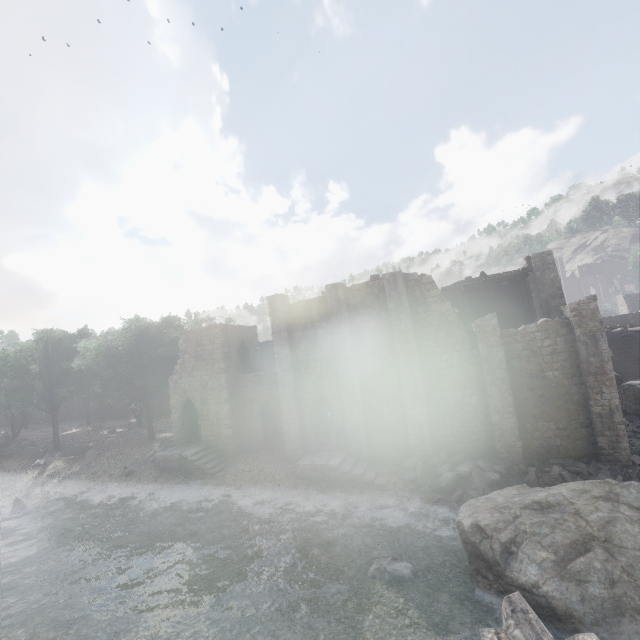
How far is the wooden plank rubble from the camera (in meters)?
23.59

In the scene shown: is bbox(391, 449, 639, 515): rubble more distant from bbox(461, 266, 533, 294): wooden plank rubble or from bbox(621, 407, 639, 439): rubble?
bbox(461, 266, 533, 294): wooden plank rubble

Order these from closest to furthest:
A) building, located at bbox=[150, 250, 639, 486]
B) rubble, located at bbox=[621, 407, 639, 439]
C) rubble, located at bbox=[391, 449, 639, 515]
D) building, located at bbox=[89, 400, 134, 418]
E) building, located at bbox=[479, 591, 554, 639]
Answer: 1. building, located at bbox=[479, 591, 554, 639]
2. rubble, located at bbox=[391, 449, 639, 515]
3. building, located at bbox=[150, 250, 639, 486]
4. rubble, located at bbox=[621, 407, 639, 439]
5. building, located at bbox=[89, 400, 134, 418]

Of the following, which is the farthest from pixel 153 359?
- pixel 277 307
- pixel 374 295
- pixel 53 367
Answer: pixel 374 295

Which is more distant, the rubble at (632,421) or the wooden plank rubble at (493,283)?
the wooden plank rubble at (493,283)

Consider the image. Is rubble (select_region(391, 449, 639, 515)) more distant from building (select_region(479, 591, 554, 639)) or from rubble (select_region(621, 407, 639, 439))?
rubble (select_region(621, 407, 639, 439))

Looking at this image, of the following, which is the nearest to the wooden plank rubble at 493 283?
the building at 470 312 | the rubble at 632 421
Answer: the building at 470 312

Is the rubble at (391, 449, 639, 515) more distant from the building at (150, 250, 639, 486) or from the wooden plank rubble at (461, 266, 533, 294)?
the wooden plank rubble at (461, 266, 533, 294)
